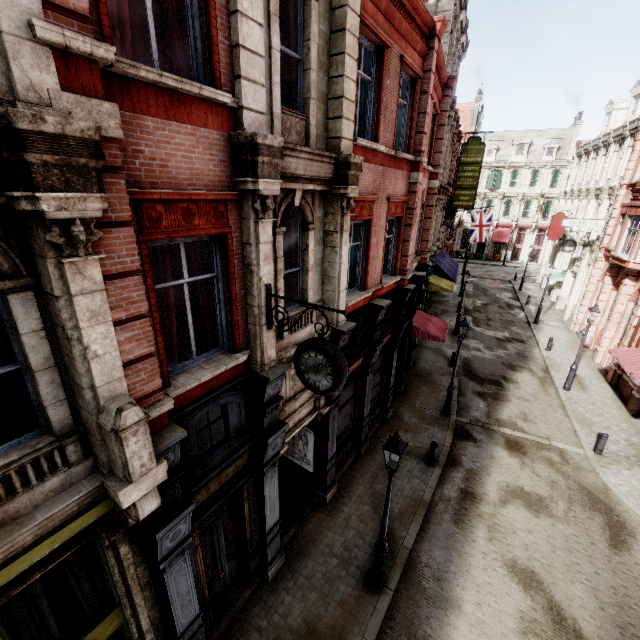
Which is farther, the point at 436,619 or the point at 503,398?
the point at 503,398

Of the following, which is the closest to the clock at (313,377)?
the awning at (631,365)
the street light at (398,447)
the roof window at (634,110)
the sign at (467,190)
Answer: the street light at (398,447)

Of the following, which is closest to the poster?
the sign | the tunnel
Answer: the tunnel

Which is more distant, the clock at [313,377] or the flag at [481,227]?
the flag at [481,227]

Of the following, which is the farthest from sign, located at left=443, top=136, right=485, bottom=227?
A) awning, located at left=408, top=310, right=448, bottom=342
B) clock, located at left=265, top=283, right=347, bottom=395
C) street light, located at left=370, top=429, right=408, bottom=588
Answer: clock, located at left=265, top=283, right=347, bottom=395

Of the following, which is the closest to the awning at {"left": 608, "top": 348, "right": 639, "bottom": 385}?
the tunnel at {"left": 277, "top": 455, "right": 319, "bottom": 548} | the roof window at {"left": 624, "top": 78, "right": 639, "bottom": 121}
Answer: the tunnel at {"left": 277, "top": 455, "right": 319, "bottom": 548}

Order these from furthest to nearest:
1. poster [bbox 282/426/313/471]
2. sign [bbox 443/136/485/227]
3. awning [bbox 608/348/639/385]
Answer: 1. sign [bbox 443/136/485/227]
2. awning [bbox 608/348/639/385]
3. poster [bbox 282/426/313/471]

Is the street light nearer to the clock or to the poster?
the clock
